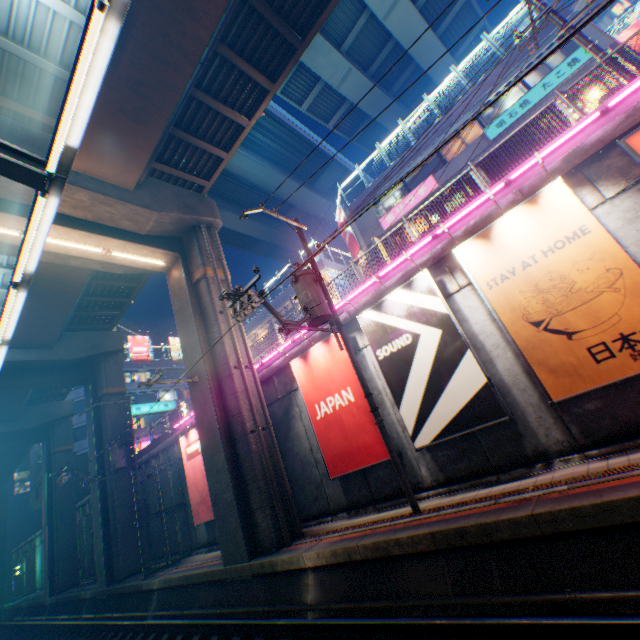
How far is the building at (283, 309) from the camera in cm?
3372

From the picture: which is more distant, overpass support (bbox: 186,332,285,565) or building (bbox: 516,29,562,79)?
building (bbox: 516,29,562,79)

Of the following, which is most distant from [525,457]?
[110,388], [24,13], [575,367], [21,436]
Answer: [21,436]

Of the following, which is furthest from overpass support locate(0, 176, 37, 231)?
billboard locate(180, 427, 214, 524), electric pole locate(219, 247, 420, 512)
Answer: electric pole locate(219, 247, 420, 512)

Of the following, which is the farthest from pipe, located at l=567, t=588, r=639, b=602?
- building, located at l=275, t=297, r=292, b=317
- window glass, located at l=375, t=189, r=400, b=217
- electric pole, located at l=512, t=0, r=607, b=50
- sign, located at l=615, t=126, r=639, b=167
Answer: window glass, located at l=375, t=189, r=400, b=217

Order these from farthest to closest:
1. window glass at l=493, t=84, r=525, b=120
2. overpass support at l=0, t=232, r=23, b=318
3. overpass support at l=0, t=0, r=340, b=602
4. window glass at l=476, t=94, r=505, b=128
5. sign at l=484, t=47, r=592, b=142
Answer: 1. window glass at l=476, t=94, r=505, b=128
2. window glass at l=493, t=84, r=525, b=120
3. sign at l=484, t=47, r=592, b=142
4. overpass support at l=0, t=232, r=23, b=318
5. overpass support at l=0, t=0, r=340, b=602

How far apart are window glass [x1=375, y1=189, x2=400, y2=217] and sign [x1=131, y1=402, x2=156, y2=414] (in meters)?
35.77

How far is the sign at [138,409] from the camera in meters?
39.2
